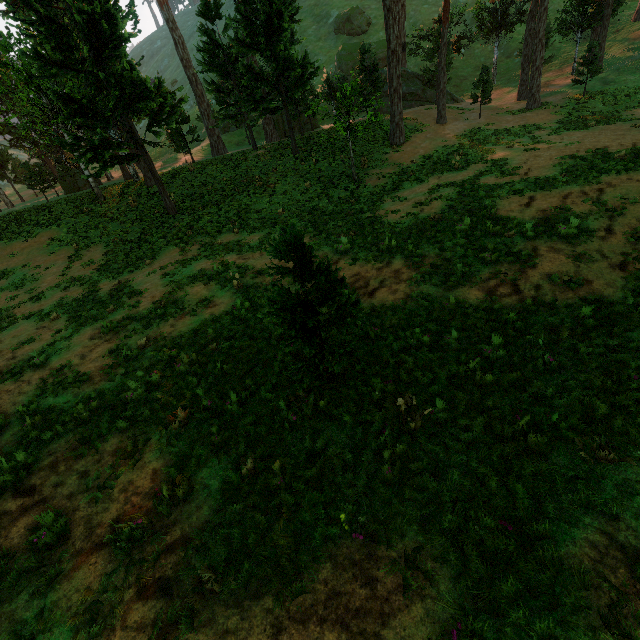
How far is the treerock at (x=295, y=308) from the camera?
5.3m

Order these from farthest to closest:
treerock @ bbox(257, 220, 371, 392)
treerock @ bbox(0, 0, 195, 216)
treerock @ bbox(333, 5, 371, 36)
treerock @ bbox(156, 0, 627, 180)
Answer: treerock @ bbox(333, 5, 371, 36)
treerock @ bbox(156, 0, 627, 180)
treerock @ bbox(0, 0, 195, 216)
treerock @ bbox(257, 220, 371, 392)

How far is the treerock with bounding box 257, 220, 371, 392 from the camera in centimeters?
530cm

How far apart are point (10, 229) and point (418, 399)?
31.1 meters

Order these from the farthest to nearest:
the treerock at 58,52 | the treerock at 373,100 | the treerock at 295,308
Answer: the treerock at 373,100
the treerock at 58,52
the treerock at 295,308

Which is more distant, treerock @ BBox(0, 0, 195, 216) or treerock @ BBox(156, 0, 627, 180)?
treerock @ BBox(156, 0, 627, 180)
